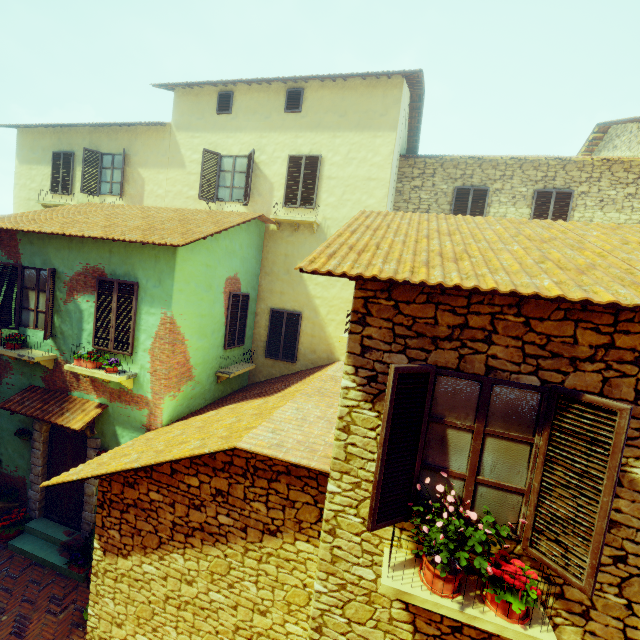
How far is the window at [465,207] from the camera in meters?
10.9 m

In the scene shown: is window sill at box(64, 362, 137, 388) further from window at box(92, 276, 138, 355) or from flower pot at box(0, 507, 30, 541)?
flower pot at box(0, 507, 30, 541)

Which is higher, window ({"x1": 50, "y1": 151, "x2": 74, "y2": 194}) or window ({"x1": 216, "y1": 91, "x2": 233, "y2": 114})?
window ({"x1": 216, "y1": 91, "x2": 233, "y2": 114})

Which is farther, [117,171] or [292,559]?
[117,171]

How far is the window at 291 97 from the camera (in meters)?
10.11

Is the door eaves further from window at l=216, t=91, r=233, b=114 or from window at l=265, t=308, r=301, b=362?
window at l=216, t=91, r=233, b=114

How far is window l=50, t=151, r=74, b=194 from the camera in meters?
12.7

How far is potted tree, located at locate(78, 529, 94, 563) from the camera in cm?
684
